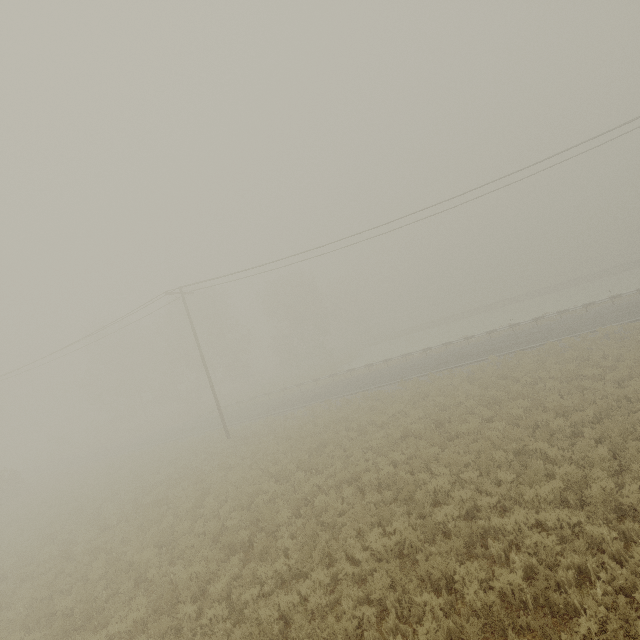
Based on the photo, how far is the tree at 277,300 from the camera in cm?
5084

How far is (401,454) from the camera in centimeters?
1278cm

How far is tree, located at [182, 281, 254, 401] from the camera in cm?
4656

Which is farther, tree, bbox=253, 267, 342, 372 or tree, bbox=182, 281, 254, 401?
tree, bbox=253, 267, 342, 372

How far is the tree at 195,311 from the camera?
→ 46.56m

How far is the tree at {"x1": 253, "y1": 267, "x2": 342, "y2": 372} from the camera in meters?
50.8 m
